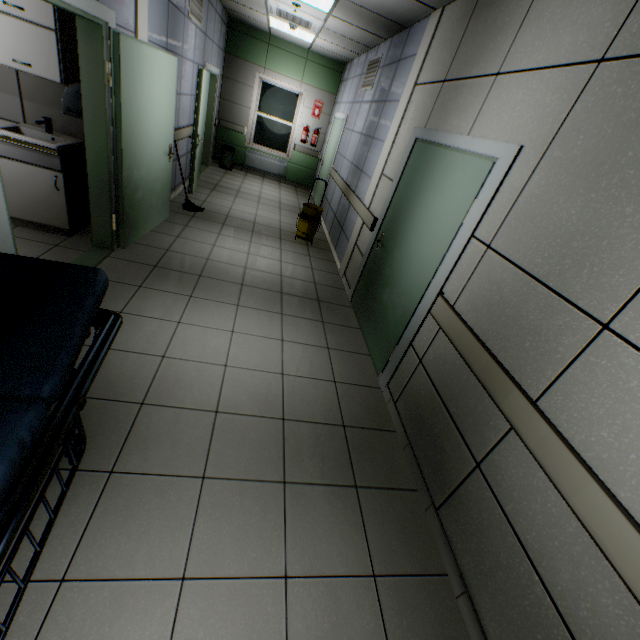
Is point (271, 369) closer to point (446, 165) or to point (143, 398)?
point (143, 398)

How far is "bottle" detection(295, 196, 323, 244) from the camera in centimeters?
570cm

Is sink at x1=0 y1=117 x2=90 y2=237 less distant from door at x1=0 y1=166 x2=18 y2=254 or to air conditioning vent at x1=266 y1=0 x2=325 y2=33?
door at x1=0 y1=166 x2=18 y2=254

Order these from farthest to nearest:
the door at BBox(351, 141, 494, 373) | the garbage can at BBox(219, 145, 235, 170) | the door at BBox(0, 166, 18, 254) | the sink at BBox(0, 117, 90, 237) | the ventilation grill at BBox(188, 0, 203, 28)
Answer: the garbage can at BBox(219, 145, 235, 170) < the ventilation grill at BBox(188, 0, 203, 28) < the sink at BBox(0, 117, 90, 237) < the door at BBox(351, 141, 494, 373) < the door at BBox(0, 166, 18, 254)

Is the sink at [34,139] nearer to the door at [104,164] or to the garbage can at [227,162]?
the door at [104,164]

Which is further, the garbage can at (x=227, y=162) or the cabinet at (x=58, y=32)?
the garbage can at (x=227, y=162)

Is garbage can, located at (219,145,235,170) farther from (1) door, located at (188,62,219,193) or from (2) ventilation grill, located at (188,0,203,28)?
(2) ventilation grill, located at (188,0,203,28)

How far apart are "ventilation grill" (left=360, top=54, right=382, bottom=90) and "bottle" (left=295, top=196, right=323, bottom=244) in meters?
1.7
